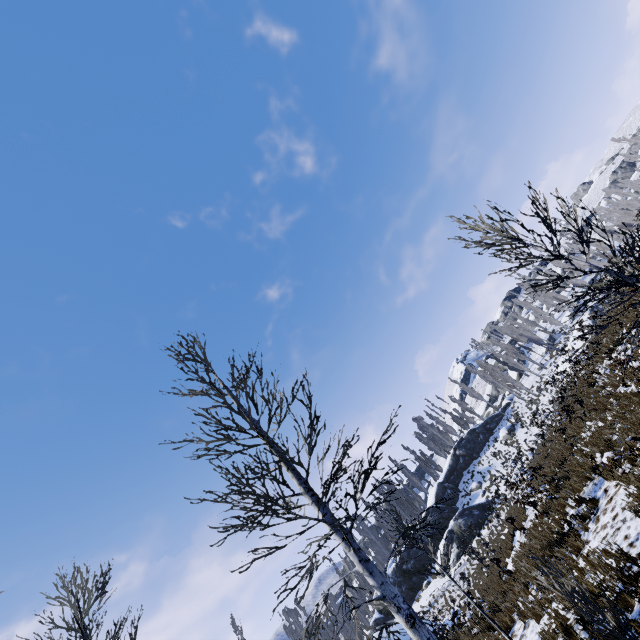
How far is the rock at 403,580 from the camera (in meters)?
32.44

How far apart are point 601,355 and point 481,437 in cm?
3745

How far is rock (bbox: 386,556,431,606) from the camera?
32.4m

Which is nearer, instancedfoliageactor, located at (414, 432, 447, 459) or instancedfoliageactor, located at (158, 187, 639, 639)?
instancedfoliageactor, located at (158, 187, 639, 639)

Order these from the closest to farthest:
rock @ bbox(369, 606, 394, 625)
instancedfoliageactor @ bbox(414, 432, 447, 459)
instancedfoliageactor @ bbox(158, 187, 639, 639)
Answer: instancedfoliageactor @ bbox(158, 187, 639, 639)
rock @ bbox(369, 606, 394, 625)
instancedfoliageactor @ bbox(414, 432, 447, 459)

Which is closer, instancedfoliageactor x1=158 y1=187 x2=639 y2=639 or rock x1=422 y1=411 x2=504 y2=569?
instancedfoliageactor x1=158 y1=187 x2=639 y2=639
